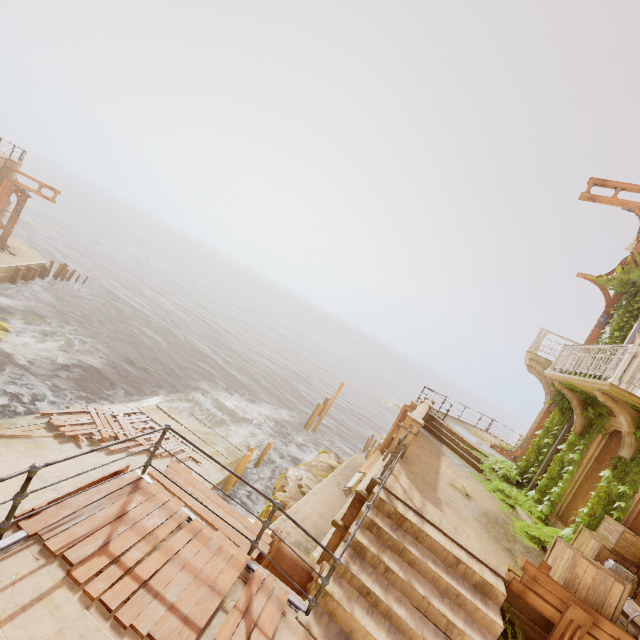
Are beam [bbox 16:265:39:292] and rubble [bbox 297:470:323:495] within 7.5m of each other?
no

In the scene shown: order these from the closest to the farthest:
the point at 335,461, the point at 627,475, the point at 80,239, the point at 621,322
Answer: the point at 627,475 → the point at 621,322 → the point at 335,461 → the point at 80,239

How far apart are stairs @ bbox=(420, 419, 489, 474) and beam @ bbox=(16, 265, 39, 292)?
31.7 meters

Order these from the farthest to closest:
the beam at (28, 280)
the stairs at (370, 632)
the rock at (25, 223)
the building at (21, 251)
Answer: the rock at (25, 223), the beam at (28, 280), the building at (21, 251), the stairs at (370, 632)

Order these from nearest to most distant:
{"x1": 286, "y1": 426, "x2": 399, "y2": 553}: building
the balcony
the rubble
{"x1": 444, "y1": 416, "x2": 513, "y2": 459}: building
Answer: {"x1": 286, "y1": 426, "x2": 399, "y2": 553}: building, the balcony, {"x1": 444, "y1": 416, "x2": 513, "y2": 459}: building, the rubble

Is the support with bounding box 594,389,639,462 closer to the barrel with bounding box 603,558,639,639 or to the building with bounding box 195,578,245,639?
the barrel with bounding box 603,558,639,639

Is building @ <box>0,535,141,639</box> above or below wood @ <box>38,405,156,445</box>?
above

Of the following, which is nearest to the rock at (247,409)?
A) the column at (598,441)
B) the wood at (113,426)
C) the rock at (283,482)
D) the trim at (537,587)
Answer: the rock at (283,482)
